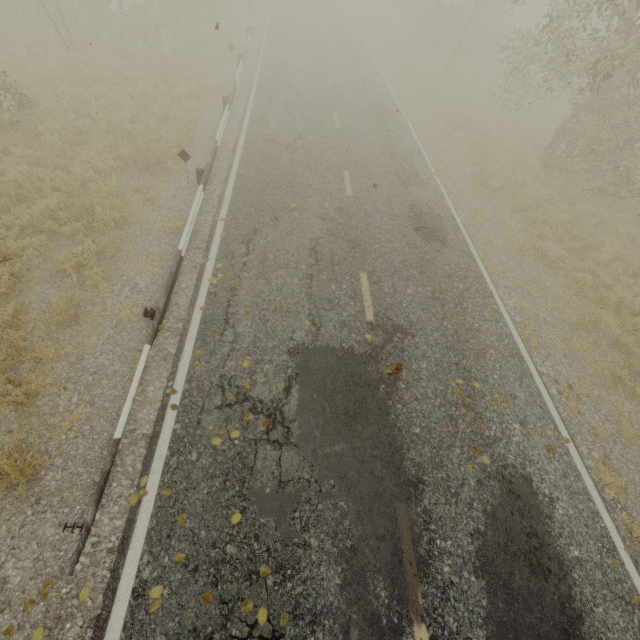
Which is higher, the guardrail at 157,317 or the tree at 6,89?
the tree at 6,89

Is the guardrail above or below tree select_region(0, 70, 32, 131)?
below

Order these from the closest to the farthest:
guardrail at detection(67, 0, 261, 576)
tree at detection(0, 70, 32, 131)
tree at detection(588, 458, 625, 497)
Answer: guardrail at detection(67, 0, 261, 576) < tree at detection(588, 458, 625, 497) < tree at detection(0, 70, 32, 131)

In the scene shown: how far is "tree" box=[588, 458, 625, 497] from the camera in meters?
5.7 m

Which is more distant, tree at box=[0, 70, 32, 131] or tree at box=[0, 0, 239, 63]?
tree at box=[0, 0, 239, 63]

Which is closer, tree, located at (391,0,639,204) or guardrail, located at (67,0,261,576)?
guardrail, located at (67,0,261,576)

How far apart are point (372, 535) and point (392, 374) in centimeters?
271cm

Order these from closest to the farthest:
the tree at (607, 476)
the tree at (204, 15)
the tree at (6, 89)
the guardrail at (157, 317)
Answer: the guardrail at (157, 317) → the tree at (607, 476) → the tree at (6, 89) → the tree at (204, 15)
